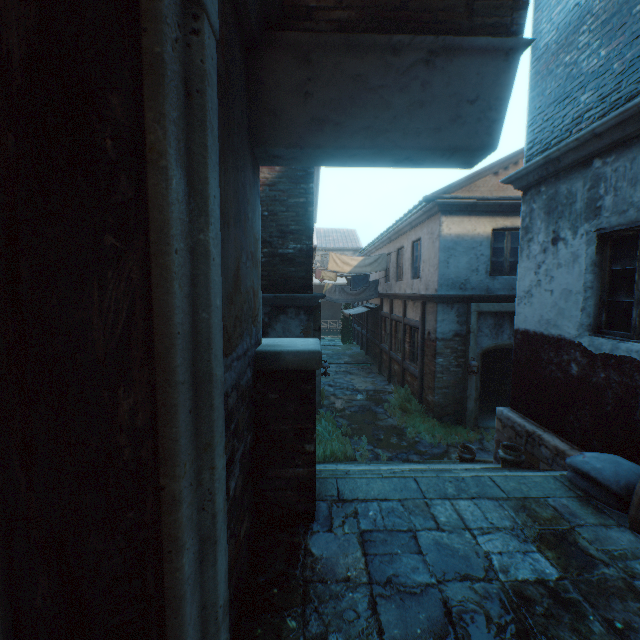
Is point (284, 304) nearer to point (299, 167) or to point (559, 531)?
point (299, 167)

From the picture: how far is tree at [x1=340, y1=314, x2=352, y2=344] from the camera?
26.4 meters

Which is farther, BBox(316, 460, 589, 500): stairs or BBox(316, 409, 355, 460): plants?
BBox(316, 409, 355, 460): plants

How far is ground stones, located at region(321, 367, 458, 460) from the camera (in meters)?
8.00

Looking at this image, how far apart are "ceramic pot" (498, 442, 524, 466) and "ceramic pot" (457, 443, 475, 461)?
1.39m

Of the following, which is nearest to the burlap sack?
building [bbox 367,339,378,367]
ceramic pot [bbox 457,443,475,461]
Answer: ceramic pot [bbox 457,443,475,461]

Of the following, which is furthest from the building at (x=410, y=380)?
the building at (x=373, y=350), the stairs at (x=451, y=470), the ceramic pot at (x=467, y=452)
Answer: the building at (x=373, y=350)

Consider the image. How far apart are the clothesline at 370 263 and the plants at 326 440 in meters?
5.6
